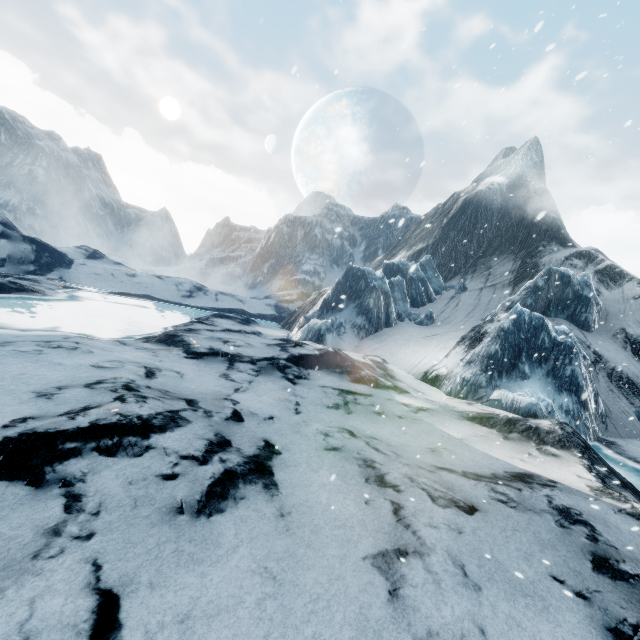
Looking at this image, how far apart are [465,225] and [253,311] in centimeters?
3053cm
